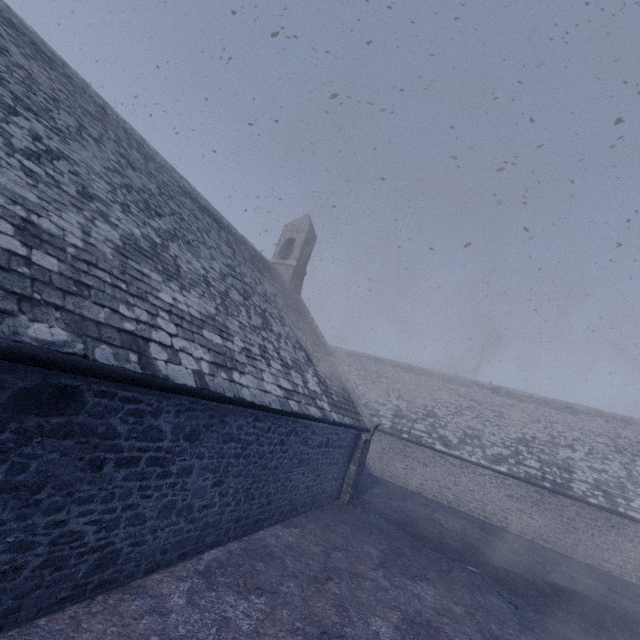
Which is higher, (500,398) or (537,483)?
(500,398)
